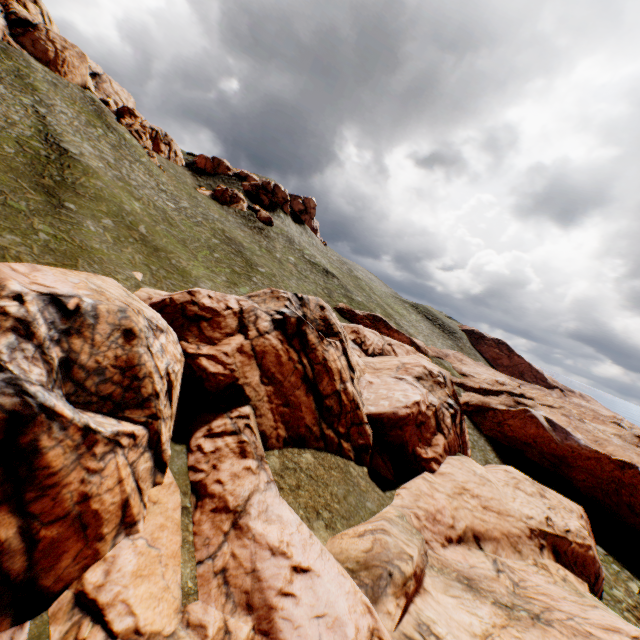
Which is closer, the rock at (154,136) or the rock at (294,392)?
the rock at (294,392)

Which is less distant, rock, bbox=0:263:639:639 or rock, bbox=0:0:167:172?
rock, bbox=0:263:639:639

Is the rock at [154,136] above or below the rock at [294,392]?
above

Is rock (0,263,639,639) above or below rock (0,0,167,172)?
below

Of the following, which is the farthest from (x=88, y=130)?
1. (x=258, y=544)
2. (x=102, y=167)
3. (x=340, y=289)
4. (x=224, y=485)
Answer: (x=258, y=544)
